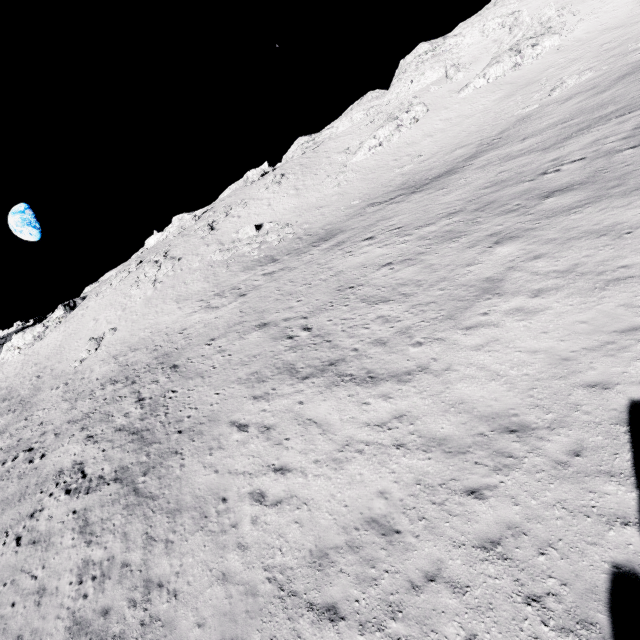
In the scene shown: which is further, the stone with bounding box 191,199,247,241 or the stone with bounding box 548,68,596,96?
the stone with bounding box 191,199,247,241

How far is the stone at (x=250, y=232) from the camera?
36.66m

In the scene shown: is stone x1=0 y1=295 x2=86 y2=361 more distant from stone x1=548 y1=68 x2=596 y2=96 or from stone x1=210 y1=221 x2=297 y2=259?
stone x1=548 y1=68 x2=596 y2=96

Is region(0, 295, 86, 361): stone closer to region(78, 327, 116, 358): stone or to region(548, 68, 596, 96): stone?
region(78, 327, 116, 358): stone

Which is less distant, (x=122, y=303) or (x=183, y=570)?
(x=183, y=570)

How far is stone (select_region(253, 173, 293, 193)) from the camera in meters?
47.4

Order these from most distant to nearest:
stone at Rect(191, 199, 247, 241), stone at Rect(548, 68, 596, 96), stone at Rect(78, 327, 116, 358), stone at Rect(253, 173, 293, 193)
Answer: stone at Rect(253, 173, 293, 193)
stone at Rect(191, 199, 247, 241)
stone at Rect(78, 327, 116, 358)
stone at Rect(548, 68, 596, 96)

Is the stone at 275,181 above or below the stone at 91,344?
above
